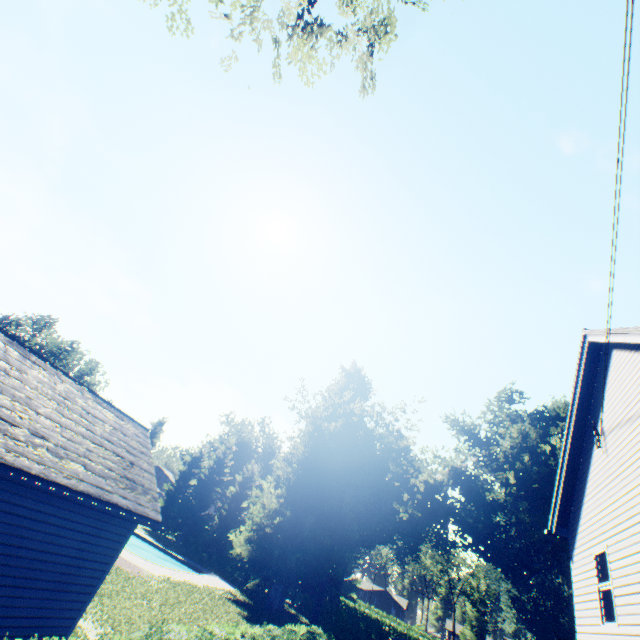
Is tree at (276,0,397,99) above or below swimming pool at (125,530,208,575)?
above

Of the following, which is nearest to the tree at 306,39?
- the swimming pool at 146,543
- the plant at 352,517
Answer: the plant at 352,517

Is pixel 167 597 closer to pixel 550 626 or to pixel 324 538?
pixel 324 538

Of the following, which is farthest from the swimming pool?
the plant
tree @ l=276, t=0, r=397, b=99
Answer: tree @ l=276, t=0, r=397, b=99

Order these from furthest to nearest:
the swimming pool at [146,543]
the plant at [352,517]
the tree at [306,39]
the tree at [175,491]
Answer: the tree at [175,491]
the swimming pool at [146,543]
the plant at [352,517]
the tree at [306,39]

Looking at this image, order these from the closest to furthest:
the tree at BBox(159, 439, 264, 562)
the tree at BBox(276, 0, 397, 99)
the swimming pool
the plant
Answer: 1. the tree at BBox(276, 0, 397, 99)
2. the plant
3. the swimming pool
4. the tree at BBox(159, 439, 264, 562)

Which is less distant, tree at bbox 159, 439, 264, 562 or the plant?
the plant
